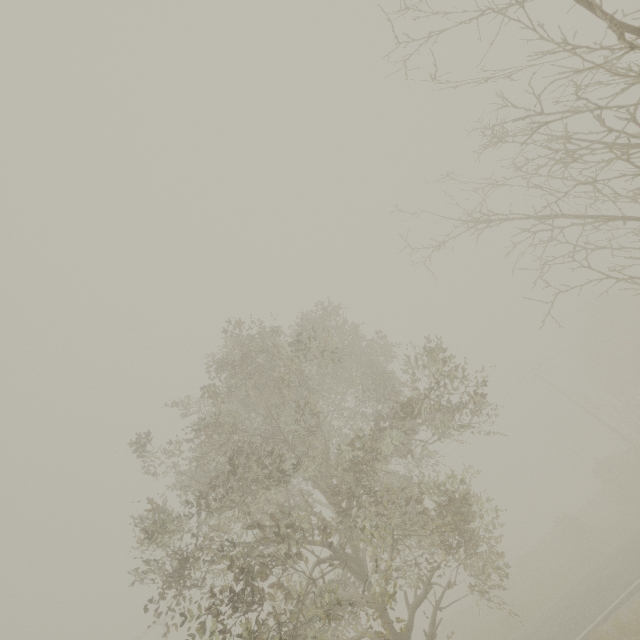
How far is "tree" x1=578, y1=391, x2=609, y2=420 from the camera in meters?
29.9 m

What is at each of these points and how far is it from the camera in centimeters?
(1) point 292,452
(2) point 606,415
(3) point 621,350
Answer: (1) tree, 941cm
(2) tree, 3005cm
(3) tree, 3309cm

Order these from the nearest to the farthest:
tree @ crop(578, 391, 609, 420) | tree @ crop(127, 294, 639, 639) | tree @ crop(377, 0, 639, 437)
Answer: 1. tree @ crop(377, 0, 639, 437)
2. tree @ crop(127, 294, 639, 639)
3. tree @ crop(578, 391, 609, 420)

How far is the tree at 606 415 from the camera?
29.9 meters

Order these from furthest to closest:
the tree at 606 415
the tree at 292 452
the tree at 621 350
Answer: the tree at 606 415 < the tree at 292 452 < the tree at 621 350

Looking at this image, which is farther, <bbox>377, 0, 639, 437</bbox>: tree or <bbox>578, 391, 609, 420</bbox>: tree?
<bbox>578, 391, 609, 420</bbox>: tree
